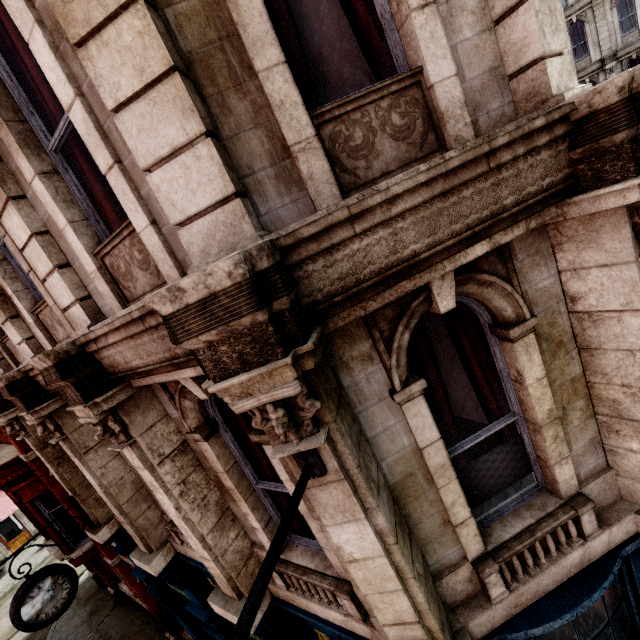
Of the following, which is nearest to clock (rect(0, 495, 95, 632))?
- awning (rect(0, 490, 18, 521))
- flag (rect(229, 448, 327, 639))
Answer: flag (rect(229, 448, 327, 639))

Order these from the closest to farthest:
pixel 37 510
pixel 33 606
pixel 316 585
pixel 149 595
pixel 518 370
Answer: pixel 518 370 → pixel 316 585 → pixel 33 606 → pixel 37 510 → pixel 149 595

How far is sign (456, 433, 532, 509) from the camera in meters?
3.1

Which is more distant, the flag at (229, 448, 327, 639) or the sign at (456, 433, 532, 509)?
the sign at (456, 433, 532, 509)

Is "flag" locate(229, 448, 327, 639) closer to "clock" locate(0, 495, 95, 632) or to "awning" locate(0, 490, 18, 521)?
"clock" locate(0, 495, 95, 632)

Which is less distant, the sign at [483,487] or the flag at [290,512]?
the flag at [290,512]

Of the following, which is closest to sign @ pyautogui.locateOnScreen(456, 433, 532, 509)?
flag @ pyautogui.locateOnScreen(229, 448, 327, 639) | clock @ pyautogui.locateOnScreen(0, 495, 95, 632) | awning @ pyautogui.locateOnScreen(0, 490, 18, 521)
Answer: flag @ pyautogui.locateOnScreen(229, 448, 327, 639)

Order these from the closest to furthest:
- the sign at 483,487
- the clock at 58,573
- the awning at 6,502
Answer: the sign at 483,487 < the clock at 58,573 < the awning at 6,502
